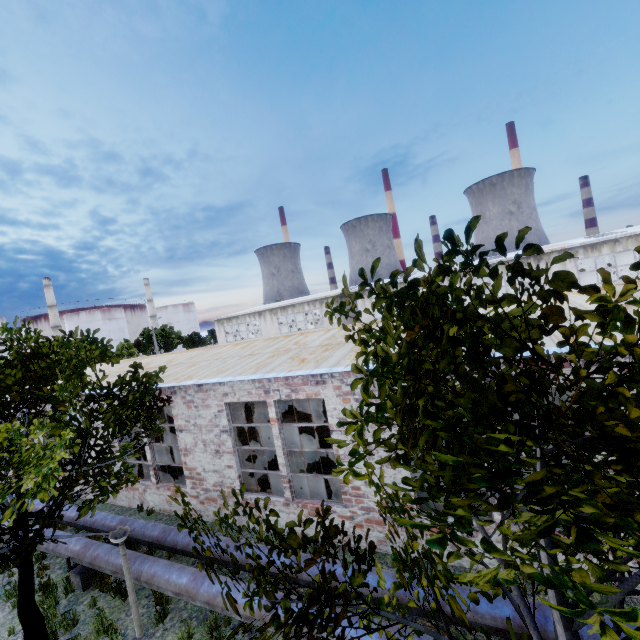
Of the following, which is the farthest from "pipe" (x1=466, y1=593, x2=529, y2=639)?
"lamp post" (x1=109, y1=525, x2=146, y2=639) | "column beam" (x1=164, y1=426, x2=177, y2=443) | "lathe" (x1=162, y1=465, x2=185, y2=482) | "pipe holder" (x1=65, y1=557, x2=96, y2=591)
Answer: "column beam" (x1=164, y1=426, x2=177, y2=443)

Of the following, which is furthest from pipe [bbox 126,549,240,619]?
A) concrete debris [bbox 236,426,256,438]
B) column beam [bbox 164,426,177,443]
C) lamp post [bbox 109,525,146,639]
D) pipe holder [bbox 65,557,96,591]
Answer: concrete debris [bbox 236,426,256,438]

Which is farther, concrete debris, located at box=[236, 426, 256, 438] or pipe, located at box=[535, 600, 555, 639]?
concrete debris, located at box=[236, 426, 256, 438]

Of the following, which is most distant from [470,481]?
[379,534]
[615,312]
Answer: [379,534]

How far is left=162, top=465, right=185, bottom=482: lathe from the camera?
13.8 meters

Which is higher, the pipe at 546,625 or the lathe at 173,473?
the pipe at 546,625

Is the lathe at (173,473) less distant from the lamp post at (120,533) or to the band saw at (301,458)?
the band saw at (301,458)

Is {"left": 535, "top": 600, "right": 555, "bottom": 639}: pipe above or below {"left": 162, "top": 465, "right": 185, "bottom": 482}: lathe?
above
